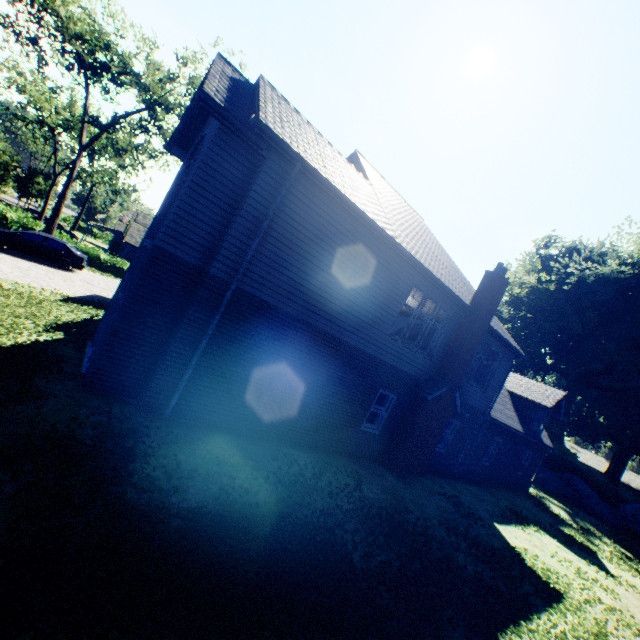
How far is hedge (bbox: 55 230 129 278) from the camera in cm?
2856

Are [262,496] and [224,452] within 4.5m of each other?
yes

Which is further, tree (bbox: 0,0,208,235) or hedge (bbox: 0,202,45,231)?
hedge (bbox: 0,202,45,231)

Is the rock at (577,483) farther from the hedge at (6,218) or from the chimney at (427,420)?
the hedge at (6,218)

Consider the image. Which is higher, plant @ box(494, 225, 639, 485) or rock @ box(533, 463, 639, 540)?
plant @ box(494, 225, 639, 485)

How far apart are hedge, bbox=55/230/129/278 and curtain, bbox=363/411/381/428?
29.6m

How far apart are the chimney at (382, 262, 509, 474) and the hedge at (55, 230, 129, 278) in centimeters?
3044cm

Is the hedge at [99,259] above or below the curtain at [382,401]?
below
